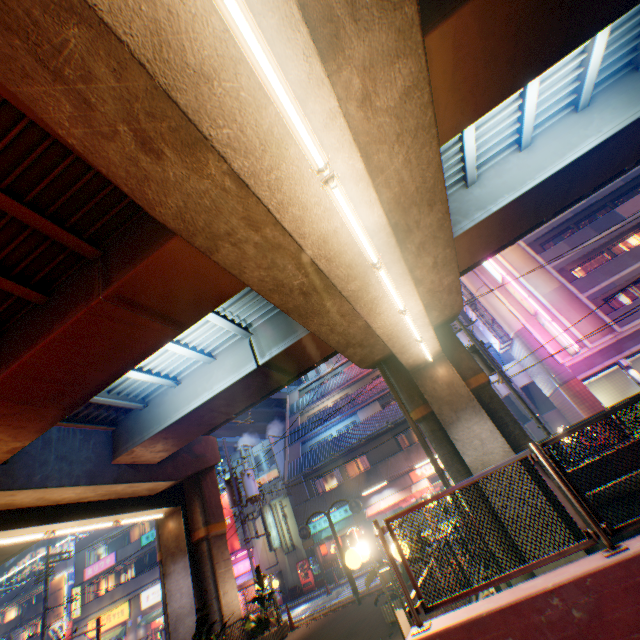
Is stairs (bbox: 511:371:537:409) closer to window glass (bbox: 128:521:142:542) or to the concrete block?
the concrete block

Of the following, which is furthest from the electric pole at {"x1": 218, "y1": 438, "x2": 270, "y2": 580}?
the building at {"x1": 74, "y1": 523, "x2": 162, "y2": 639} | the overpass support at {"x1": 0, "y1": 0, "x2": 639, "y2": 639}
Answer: the building at {"x1": 74, "y1": 523, "x2": 162, "y2": 639}

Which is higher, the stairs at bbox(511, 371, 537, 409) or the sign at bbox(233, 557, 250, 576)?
the stairs at bbox(511, 371, 537, 409)

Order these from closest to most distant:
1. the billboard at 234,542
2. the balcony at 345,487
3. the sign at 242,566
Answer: the balcony at 345,487 → the sign at 242,566 → the billboard at 234,542

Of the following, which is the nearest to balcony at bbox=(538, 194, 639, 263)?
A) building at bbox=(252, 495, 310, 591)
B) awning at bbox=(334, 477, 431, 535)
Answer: awning at bbox=(334, 477, 431, 535)

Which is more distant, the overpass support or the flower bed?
the flower bed

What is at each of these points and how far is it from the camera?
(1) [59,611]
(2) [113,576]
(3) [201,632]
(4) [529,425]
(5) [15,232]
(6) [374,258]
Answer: (1) billboard, 36.12m
(2) window glass, 32.50m
(3) plants, 10.44m
(4) stairs, 25.59m
(5) overpass support, 6.48m
(6) street lamp, 6.20m

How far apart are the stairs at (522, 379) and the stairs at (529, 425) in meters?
0.6 m
